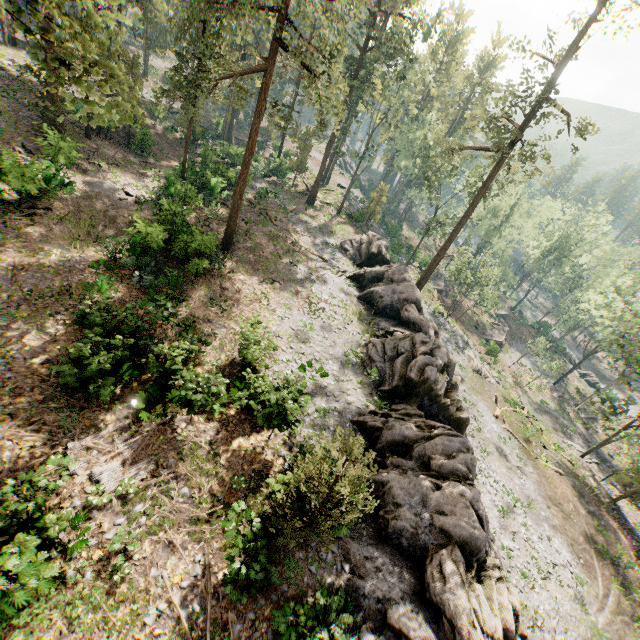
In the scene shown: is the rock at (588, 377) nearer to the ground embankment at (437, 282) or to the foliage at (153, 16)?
the foliage at (153, 16)

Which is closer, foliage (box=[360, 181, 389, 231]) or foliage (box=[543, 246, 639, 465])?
foliage (box=[543, 246, 639, 465])

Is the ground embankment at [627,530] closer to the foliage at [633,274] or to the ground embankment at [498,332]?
the foliage at [633,274]

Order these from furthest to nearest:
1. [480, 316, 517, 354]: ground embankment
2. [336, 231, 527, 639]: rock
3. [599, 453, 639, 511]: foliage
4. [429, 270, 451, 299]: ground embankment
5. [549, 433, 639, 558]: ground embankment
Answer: [429, 270, 451, 299]: ground embankment
[480, 316, 517, 354]: ground embankment
[599, 453, 639, 511]: foliage
[549, 433, 639, 558]: ground embankment
[336, 231, 527, 639]: rock

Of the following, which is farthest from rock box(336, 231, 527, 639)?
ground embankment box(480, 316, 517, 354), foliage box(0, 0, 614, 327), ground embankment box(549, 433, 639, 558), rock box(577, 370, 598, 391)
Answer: rock box(577, 370, 598, 391)

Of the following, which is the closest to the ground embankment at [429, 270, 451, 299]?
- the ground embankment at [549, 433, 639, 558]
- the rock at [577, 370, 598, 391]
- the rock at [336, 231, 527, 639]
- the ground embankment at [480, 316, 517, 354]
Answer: the ground embankment at [480, 316, 517, 354]

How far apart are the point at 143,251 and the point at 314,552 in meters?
20.2 m

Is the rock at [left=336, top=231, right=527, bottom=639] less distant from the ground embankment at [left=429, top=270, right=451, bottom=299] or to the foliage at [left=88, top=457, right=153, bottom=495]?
the foliage at [left=88, top=457, right=153, bottom=495]
